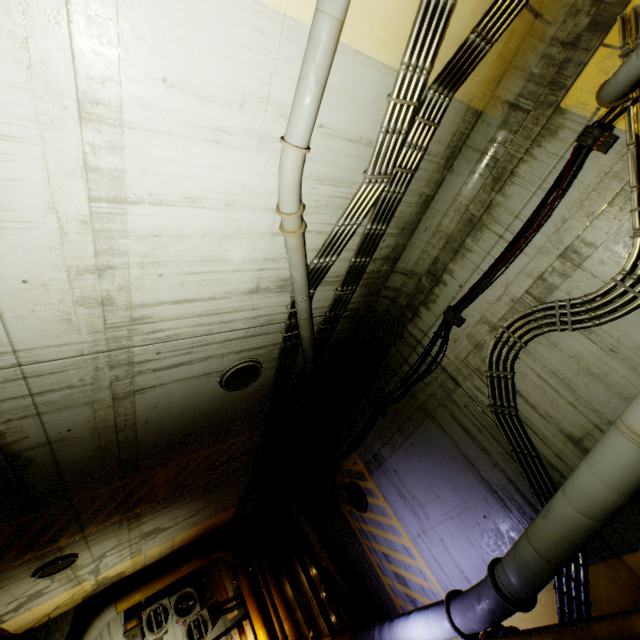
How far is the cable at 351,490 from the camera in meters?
8.5

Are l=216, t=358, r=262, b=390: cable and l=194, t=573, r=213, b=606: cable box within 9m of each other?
no

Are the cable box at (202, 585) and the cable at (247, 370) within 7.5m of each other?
no

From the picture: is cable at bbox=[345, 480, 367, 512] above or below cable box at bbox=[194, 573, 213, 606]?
below

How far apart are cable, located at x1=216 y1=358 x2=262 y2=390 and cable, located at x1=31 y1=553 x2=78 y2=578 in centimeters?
601cm

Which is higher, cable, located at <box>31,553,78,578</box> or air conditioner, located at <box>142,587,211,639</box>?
cable, located at <box>31,553,78,578</box>

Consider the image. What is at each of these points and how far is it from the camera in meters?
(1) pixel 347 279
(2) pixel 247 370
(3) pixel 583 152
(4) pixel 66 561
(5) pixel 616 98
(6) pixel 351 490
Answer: (1) pipe, 5.5 m
(2) cable, 5.9 m
(3) cable, 4.0 m
(4) cable, 7.6 m
(5) pipe, 3.5 m
(6) cable, 8.9 m

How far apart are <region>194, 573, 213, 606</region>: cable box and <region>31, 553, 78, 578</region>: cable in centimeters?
525cm
